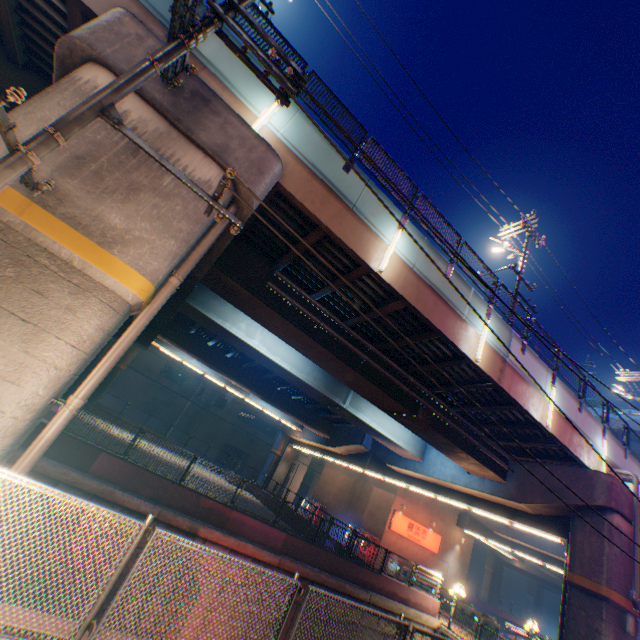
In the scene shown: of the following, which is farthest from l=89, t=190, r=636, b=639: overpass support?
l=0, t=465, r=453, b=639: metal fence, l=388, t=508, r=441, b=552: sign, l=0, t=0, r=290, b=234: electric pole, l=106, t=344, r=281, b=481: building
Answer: l=106, t=344, r=281, b=481: building

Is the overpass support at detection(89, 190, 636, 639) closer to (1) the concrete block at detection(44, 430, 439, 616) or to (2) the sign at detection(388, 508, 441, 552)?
(1) the concrete block at detection(44, 430, 439, 616)

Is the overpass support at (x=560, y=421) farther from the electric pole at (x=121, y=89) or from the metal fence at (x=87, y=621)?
the electric pole at (x=121, y=89)

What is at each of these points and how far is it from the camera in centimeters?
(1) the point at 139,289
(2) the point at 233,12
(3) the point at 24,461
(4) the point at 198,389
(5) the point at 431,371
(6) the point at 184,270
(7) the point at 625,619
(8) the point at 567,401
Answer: (1) overpass support, 557cm
(2) electric pole, 543cm
(3) pipe, 476cm
(4) building, 4491cm
(5) overpass support, 1354cm
(6) pipe, 642cm
(7) electric box, 1211cm
(8) overpass support, 1432cm

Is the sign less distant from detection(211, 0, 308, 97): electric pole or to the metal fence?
the metal fence

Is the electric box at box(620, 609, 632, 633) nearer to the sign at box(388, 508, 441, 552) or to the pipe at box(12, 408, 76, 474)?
the sign at box(388, 508, 441, 552)

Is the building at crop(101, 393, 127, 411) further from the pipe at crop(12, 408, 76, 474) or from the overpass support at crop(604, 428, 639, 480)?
the pipe at crop(12, 408, 76, 474)

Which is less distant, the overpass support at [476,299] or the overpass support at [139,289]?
the overpass support at [139,289]
